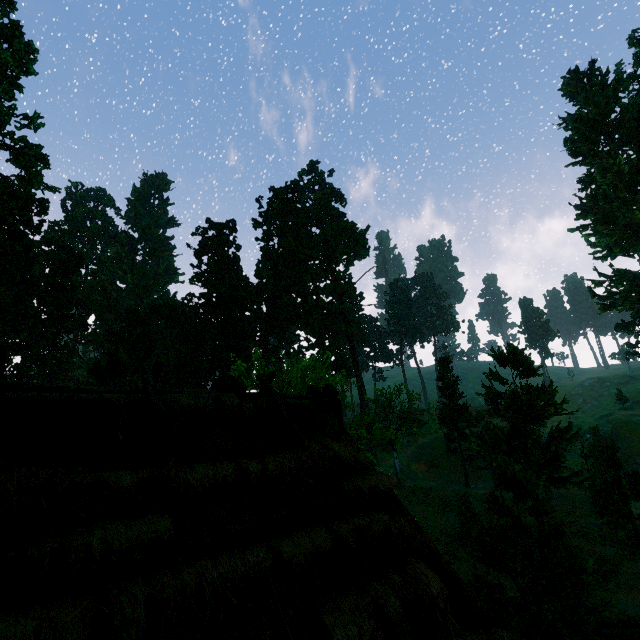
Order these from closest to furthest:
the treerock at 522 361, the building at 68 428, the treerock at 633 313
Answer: the building at 68 428
the treerock at 522 361
the treerock at 633 313

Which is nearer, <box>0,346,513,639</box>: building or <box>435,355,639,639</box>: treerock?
<box>0,346,513,639</box>: building

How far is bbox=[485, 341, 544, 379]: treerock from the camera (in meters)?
24.45

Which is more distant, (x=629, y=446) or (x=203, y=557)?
(x=629, y=446)

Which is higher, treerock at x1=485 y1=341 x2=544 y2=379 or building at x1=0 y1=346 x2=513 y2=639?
treerock at x1=485 y1=341 x2=544 y2=379

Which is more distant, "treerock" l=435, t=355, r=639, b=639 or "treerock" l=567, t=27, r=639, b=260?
"treerock" l=567, t=27, r=639, b=260

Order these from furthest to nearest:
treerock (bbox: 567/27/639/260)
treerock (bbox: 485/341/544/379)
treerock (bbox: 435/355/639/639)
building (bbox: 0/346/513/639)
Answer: treerock (bbox: 567/27/639/260) → treerock (bbox: 485/341/544/379) → treerock (bbox: 435/355/639/639) → building (bbox: 0/346/513/639)

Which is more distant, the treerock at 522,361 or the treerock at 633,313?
the treerock at 633,313
